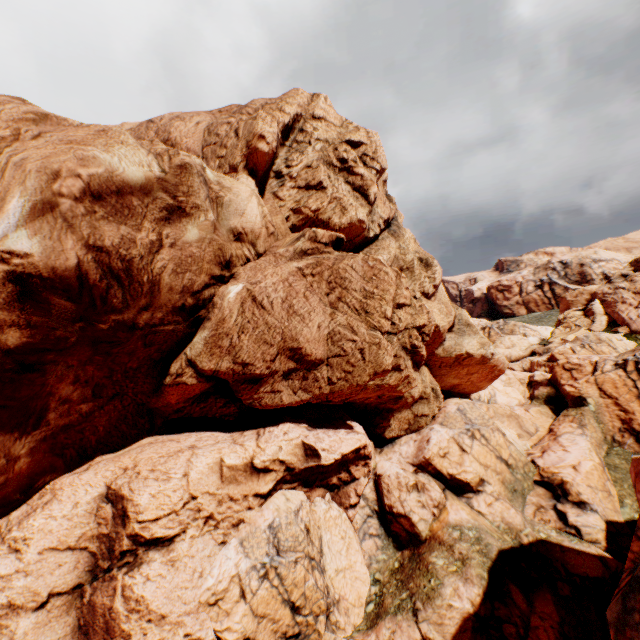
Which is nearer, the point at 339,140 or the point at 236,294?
the point at 236,294

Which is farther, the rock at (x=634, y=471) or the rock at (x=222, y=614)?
the rock at (x=634, y=471)

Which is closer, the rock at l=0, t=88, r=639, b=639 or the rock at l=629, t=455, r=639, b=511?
the rock at l=0, t=88, r=639, b=639
